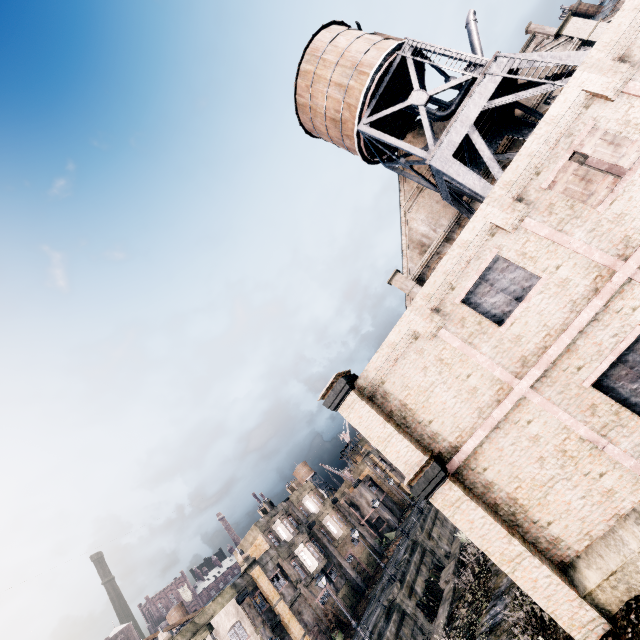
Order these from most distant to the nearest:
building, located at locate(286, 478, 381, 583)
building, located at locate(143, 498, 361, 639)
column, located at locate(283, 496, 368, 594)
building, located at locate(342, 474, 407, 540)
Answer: building, located at locate(342, 474, 407, 540)
building, located at locate(286, 478, 381, 583)
column, located at locate(283, 496, 368, 594)
building, located at locate(143, 498, 361, 639)

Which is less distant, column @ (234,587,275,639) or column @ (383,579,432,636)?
column @ (383,579,432,636)

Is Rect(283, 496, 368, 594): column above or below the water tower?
below

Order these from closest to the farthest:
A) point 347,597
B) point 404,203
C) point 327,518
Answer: point 404,203 < point 347,597 < point 327,518

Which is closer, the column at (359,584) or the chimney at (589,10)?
the column at (359,584)

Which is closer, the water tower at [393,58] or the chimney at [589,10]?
the water tower at [393,58]

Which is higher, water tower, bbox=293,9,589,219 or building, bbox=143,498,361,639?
water tower, bbox=293,9,589,219

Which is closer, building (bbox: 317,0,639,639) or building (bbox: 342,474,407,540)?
building (bbox: 317,0,639,639)
